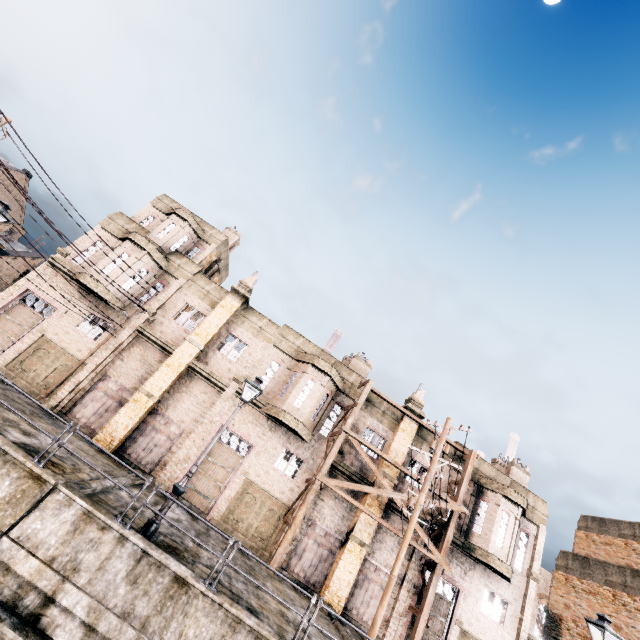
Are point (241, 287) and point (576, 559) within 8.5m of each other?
no

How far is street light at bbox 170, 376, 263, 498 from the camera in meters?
10.1

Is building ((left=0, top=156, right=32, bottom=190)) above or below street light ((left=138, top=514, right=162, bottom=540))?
above

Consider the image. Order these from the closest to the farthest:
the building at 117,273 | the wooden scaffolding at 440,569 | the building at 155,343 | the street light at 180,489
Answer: the street light at 180,489 < the wooden scaffolding at 440,569 < the building at 155,343 < the building at 117,273

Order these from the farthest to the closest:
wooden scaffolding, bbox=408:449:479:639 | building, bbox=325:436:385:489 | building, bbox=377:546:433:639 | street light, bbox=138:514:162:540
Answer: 1. building, bbox=325:436:385:489
2. building, bbox=377:546:433:639
3. wooden scaffolding, bbox=408:449:479:639
4. street light, bbox=138:514:162:540

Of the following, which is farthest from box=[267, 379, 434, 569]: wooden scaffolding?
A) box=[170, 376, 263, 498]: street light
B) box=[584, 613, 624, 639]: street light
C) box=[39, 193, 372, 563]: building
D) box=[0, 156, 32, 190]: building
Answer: box=[0, 156, 32, 190]: building

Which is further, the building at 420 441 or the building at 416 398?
the building at 416 398

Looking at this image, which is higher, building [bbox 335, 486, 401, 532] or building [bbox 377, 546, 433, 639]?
building [bbox 335, 486, 401, 532]
